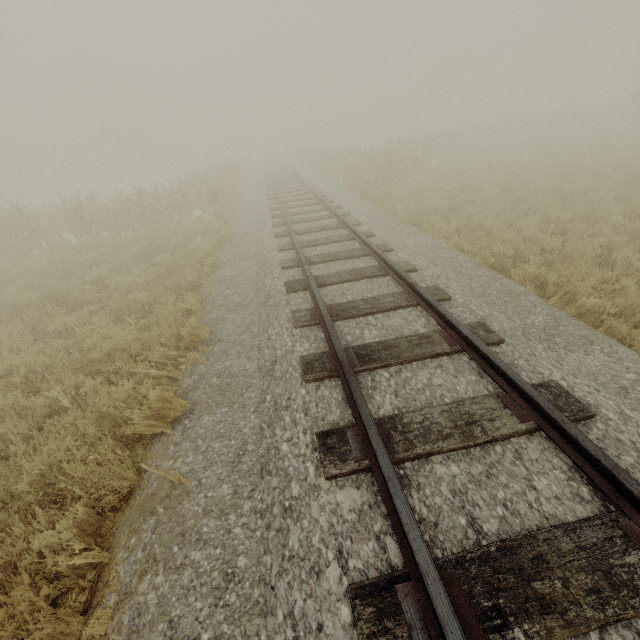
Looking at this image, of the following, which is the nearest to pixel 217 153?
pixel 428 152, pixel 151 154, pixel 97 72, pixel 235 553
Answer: pixel 151 154
